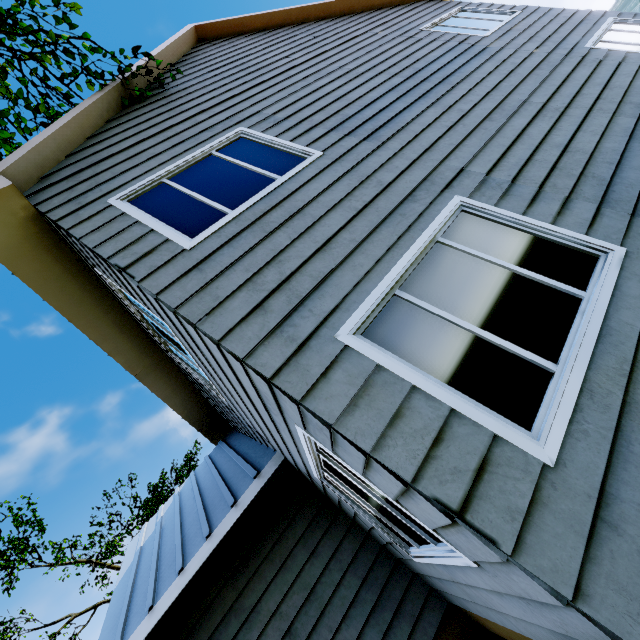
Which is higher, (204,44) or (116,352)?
(204,44)
